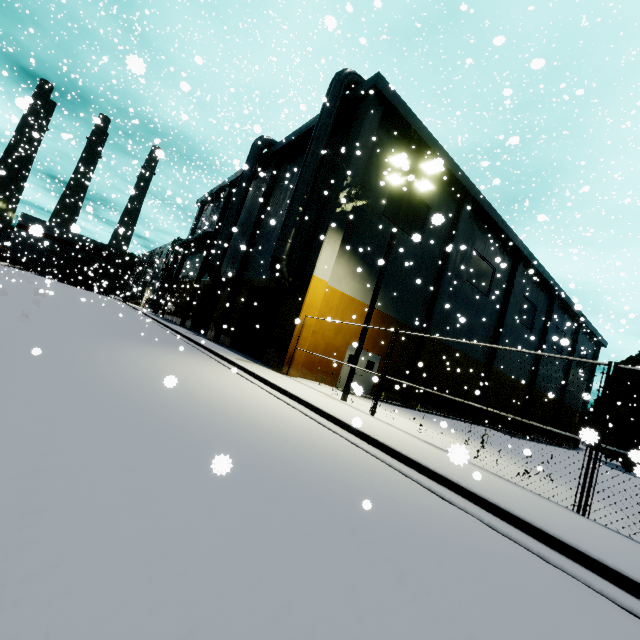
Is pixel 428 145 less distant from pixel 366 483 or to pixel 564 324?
pixel 366 483

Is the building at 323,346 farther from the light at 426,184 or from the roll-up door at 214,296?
the light at 426,184

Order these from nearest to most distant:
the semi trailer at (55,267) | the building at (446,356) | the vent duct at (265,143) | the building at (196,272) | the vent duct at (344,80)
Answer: the vent duct at (344,80)
the building at (446,356)
the vent duct at (265,143)
the building at (196,272)
the semi trailer at (55,267)

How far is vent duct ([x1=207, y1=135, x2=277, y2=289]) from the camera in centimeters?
2400cm

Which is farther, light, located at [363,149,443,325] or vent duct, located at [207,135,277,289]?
vent duct, located at [207,135,277,289]

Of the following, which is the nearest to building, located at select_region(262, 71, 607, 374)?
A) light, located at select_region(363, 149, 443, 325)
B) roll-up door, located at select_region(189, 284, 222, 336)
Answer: roll-up door, located at select_region(189, 284, 222, 336)

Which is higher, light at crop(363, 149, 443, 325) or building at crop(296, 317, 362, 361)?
light at crop(363, 149, 443, 325)

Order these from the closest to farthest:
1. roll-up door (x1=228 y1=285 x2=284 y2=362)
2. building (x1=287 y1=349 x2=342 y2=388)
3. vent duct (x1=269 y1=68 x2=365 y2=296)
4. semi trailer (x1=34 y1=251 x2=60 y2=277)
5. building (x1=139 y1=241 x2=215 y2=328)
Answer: building (x1=287 y1=349 x2=342 y2=388)
vent duct (x1=269 y1=68 x2=365 y2=296)
roll-up door (x1=228 y1=285 x2=284 y2=362)
building (x1=139 y1=241 x2=215 y2=328)
semi trailer (x1=34 y1=251 x2=60 y2=277)
